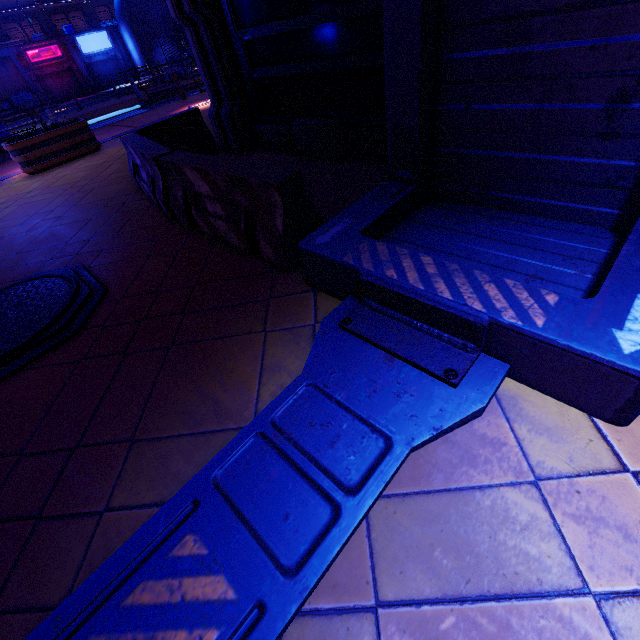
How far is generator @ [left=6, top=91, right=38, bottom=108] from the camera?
31.3 meters

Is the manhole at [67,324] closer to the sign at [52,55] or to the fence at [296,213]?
the fence at [296,213]

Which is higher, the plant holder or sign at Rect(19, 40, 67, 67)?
sign at Rect(19, 40, 67, 67)

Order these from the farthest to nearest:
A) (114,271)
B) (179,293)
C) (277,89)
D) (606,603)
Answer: (277,89) < (114,271) < (179,293) < (606,603)

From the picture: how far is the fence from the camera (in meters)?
3.07

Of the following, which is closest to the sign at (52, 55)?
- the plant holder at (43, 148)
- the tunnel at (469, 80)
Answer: the plant holder at (43, 148)

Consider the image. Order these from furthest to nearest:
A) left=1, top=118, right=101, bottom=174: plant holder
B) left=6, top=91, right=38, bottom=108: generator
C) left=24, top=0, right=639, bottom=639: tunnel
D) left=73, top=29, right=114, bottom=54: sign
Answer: left=73, top=29, right=114, bottom=54: sign, left=6, top=91, right=38, bottom=108: generator, left=1, top=118, right=101, bottom=174: plant holder, left=24, top=0, right=639, bottom=639: tunnel

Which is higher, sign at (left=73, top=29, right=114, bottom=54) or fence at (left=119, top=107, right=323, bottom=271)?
sign at (left=73, top=29, right=114, bottom=54)
